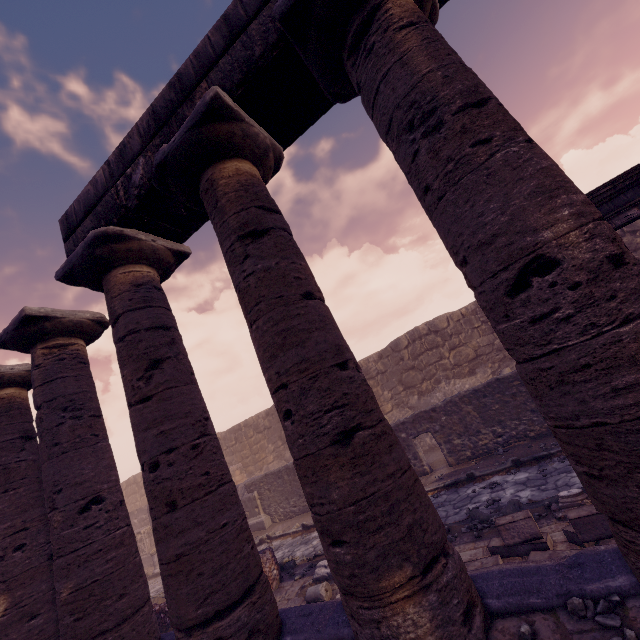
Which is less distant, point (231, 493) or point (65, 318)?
point (231, 493)

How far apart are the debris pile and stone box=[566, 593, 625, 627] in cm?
434

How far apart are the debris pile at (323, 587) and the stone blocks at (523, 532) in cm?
186

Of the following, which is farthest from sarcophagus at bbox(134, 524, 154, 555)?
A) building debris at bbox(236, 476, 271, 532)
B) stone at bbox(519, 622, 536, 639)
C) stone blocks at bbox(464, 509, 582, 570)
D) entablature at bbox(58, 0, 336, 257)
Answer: stone at bbox(519, 622, 536, 639)

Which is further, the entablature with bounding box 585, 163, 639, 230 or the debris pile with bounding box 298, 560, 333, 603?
the debris pile with bounding box 298, 560, 333, 603

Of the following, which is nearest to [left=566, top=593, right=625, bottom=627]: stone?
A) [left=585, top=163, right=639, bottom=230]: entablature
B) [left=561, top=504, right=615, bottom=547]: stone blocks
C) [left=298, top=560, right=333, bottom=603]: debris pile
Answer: [left=561, top=504, right=615, bottom=547]: stone blocks

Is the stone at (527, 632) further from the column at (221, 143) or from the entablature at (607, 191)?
the entablature at (607, 191)

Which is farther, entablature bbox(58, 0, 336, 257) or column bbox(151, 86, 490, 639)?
entablature bbox(58, 0, 336, 257)
